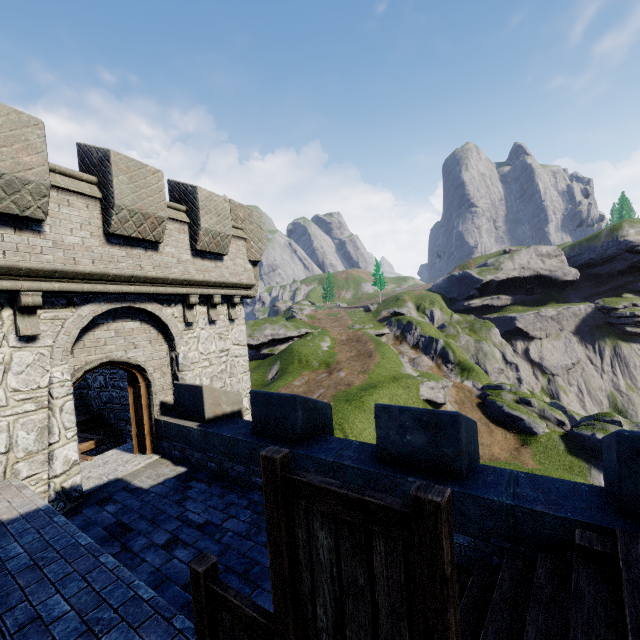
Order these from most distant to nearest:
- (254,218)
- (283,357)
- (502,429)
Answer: (283,357)
(502,429)
(254,218)

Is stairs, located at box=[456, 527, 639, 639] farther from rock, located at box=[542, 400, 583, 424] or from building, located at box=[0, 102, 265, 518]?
rock, located at box=[542, 400, 583, 424]

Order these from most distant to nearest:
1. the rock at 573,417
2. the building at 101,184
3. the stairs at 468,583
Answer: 1. the rock at 573,417
2. the building at 101,184
3. the stairs at 468,583

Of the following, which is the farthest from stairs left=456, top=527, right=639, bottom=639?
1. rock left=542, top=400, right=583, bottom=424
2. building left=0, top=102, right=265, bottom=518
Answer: rock left=542, top=400, right=583, bottom=424

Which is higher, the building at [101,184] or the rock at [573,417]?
the building at [101,184]

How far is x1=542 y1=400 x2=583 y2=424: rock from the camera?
50.2 meters
